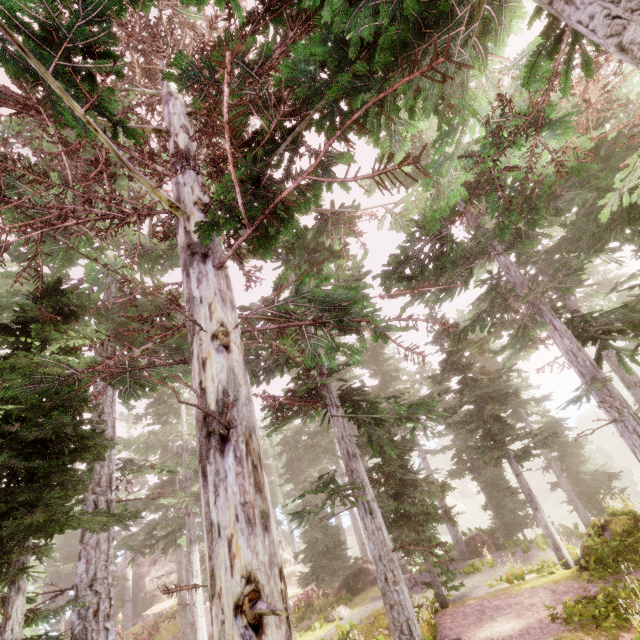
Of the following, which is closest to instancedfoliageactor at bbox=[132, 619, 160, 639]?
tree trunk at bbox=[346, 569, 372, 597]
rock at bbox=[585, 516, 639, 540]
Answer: rock at bbox=[585, 516, 639, 540]

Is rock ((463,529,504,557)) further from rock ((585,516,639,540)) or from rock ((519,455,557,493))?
rock ((519,455,557,493))

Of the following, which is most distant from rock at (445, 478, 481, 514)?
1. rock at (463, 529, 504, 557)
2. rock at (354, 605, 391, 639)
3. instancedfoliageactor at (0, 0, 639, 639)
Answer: rock at (354, 605, 391, 639)

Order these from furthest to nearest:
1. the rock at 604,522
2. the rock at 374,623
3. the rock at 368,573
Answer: the rock at 368,573 → the rock at 604,522 → the rock at 374,623

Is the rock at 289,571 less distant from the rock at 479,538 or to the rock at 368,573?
the rock at 368,573

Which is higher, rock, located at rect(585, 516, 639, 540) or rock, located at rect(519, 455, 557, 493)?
rock, located at rect(585, 516, 639, 540)

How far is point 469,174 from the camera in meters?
6.9

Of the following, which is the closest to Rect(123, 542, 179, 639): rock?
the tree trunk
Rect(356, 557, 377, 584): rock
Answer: Rect(356, 557, 377, 584): rock
